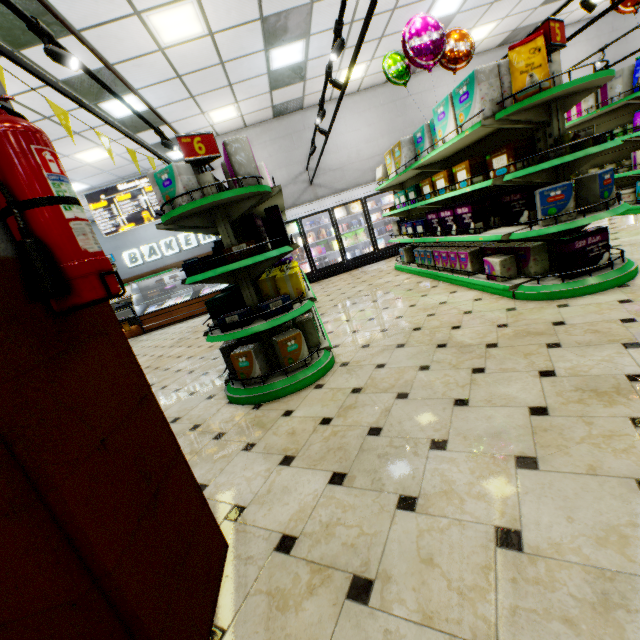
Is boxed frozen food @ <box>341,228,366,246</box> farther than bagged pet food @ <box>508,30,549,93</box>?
Yes

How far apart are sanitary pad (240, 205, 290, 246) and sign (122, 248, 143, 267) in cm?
1101

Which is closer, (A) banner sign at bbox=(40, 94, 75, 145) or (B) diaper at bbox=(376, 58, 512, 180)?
(A) banner sign at bbox=(40, 94, 75, 145)

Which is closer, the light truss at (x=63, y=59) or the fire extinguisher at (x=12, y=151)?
the fire extinguisher at (x=12, y=151)

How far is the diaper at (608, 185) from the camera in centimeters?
306cm

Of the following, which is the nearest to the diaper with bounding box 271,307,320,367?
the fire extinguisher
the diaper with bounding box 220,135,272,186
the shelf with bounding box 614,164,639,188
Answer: the diaper with bounding box 220,135,272,186

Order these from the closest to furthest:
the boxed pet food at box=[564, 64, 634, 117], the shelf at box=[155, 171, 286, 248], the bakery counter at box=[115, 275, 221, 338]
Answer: the shelf at box=[155, 171, 286, 248] < the boxed pet food at box=[564, 64, 634, 117] < the bakery counter at box=[115, 275, 221, 338]

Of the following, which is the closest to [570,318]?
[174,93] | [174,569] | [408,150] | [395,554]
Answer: [395,554]
